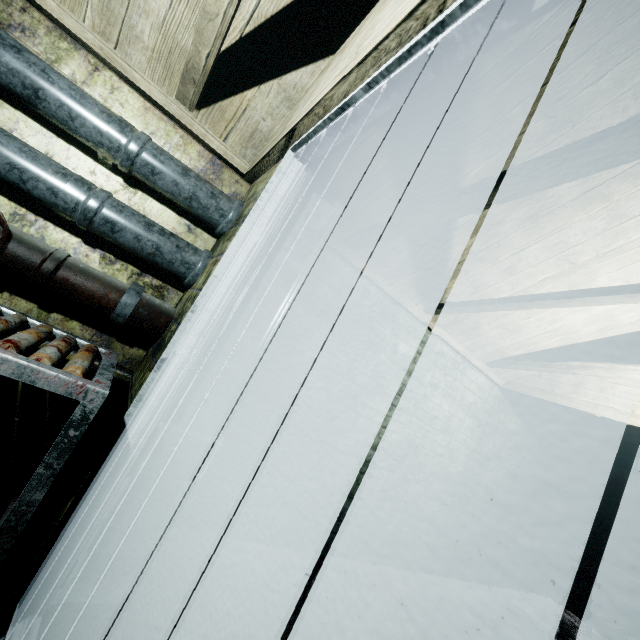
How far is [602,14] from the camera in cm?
125

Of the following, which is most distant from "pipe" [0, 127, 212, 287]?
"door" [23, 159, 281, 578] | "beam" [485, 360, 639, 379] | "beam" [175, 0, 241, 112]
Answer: "beam" [485, 360, 639, 379]

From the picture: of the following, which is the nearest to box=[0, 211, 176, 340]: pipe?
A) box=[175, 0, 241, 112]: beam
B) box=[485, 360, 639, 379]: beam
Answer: box=[175, 0, 241, 112]: beam

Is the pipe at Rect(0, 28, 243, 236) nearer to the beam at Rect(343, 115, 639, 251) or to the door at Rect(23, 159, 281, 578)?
the door at Rect(23, 159, 281, 578)

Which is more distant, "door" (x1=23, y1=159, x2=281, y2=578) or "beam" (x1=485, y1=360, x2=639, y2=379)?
"beam" (x1=485, y1=360, x2=639, y2=379)

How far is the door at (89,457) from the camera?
1.3m

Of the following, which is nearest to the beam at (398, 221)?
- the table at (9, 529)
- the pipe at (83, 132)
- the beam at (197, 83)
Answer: the beam at (197, 83)

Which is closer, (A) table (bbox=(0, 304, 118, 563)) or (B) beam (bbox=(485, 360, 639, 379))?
(A) table (bbox=(0, 304, 118, 563))
